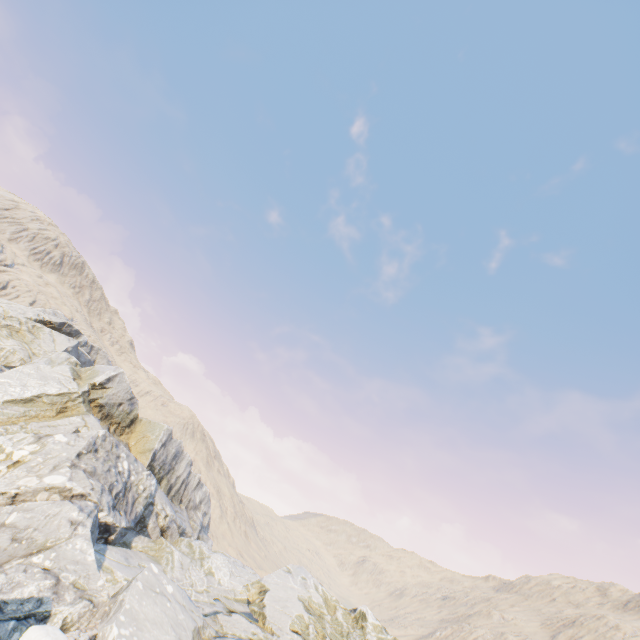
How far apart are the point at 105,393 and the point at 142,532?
10.6m

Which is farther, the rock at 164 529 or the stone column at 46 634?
the rock at 164 529

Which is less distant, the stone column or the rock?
the stone column
